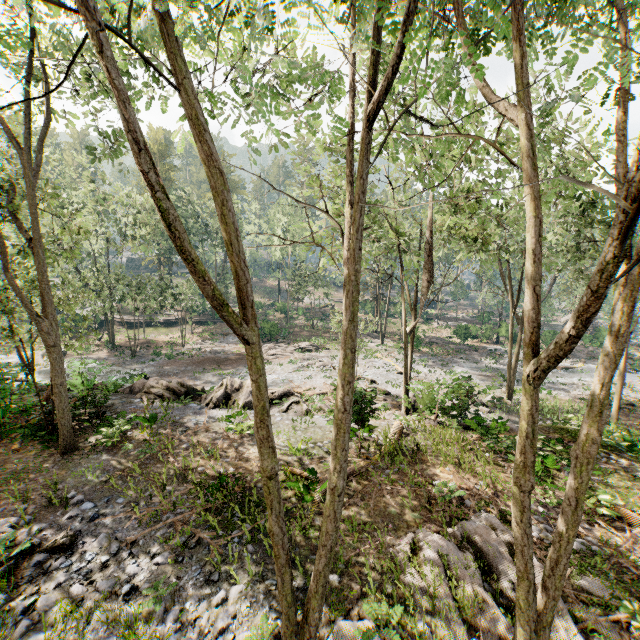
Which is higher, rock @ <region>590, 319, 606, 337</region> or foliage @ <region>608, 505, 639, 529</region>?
rock @ <region>590, 319, 606, 337</region>

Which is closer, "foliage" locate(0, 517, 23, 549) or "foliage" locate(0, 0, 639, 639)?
"foliage" locate(0, 0, 639, 639)

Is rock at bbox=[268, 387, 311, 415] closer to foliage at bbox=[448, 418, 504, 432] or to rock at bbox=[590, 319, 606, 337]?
foliage at bbox=[448, 418, 504, 432]

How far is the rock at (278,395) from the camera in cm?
1786

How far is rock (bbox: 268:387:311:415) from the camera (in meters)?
17.86

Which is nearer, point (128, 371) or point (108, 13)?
point (108, 13)

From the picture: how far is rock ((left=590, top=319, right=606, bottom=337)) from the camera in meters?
40.9 m

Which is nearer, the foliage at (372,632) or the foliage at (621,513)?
the foliage at (372,632)
